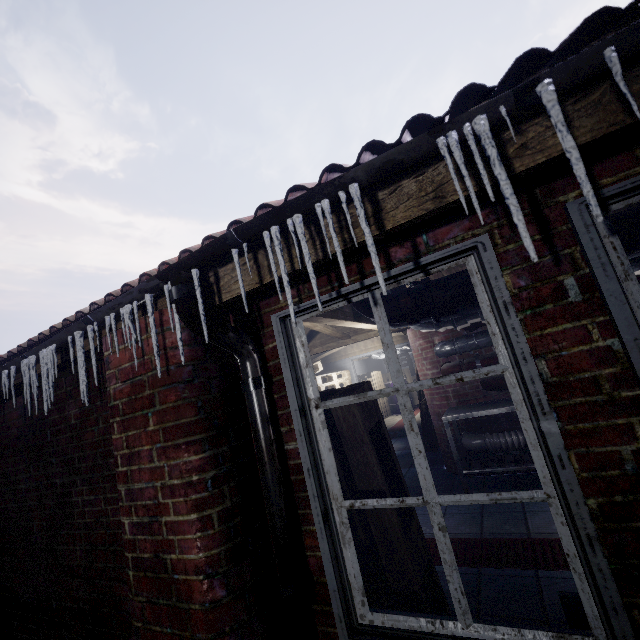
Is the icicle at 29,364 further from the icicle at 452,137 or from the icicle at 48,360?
the icicle at 452,137

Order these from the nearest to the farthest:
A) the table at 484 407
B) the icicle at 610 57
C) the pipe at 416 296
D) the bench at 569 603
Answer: the icicle at 610 57, the bench at 569 603, the pipe at 416 296, the table at 484 407

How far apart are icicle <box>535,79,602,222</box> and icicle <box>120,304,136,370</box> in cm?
151

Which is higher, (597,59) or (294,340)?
(597,59)

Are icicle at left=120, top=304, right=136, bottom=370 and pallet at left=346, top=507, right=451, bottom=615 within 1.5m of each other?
yes

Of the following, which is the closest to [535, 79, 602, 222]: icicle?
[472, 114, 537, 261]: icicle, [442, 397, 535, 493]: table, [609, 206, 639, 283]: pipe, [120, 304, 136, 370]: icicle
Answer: [472, 114, 537, 261]: icicle

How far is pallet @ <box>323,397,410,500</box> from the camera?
1.36m

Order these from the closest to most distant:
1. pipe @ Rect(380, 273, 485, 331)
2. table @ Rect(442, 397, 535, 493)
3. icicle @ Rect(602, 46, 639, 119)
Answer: icicle @ Rect(602, 46, 639, 119)
pipe @ Rect(380, 273, 485, 331)
table @ Rect(442, 397, 535, 493)
